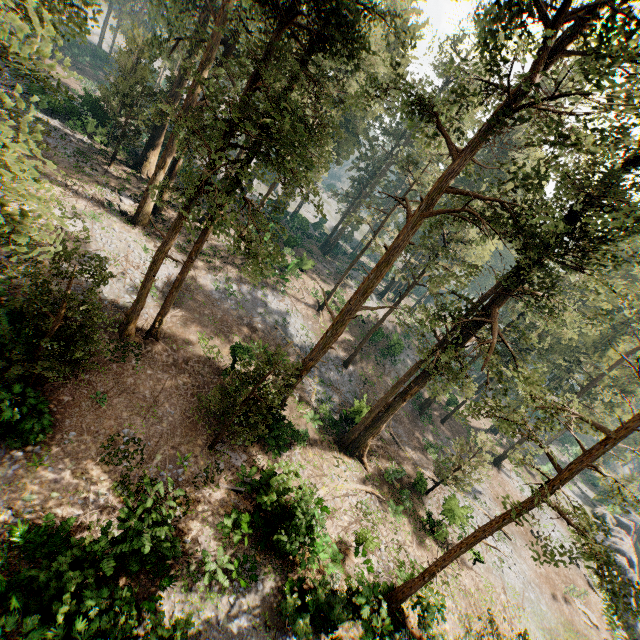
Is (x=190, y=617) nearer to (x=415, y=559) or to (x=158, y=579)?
(x=158, y=579)

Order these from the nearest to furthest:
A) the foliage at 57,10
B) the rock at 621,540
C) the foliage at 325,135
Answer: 1. the foliage at 57,10
2. the foliage at 325,135
3. the rock at 621,540

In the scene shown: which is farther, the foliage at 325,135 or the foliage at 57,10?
the foliage at 325,135

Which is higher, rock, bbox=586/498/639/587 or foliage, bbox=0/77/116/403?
foliage, bbox=0/77/116/403

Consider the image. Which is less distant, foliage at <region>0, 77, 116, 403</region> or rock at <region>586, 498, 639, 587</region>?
foliage at <region>0, 77, 116, 403</region>

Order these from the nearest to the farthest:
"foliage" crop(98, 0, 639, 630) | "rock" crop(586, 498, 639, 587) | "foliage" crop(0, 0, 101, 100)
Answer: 1. "foliage" crop(0, 0, 101, 100)
2. "foliage" crop(98, 0, 639, 630)
3. "rock" crop(586, 498, 639, 587)
